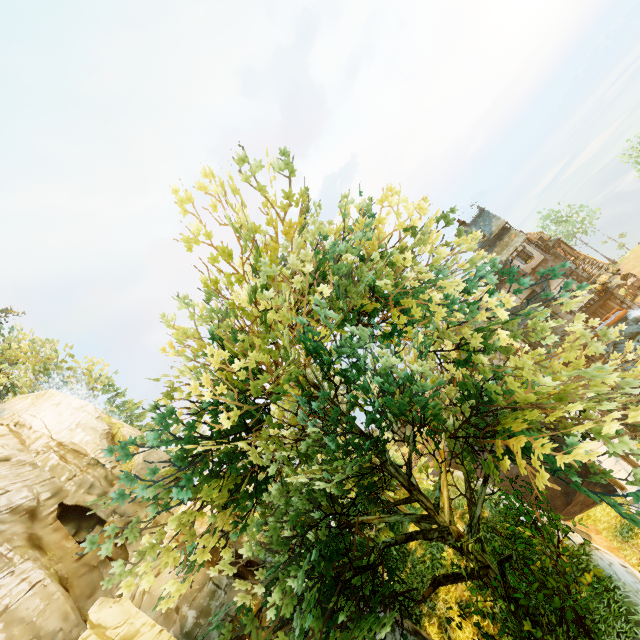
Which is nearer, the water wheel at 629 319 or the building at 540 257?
the water wheel at 629 319

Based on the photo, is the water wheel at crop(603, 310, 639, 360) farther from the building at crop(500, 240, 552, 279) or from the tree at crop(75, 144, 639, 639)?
the tree at crop(75, 144, 639, 639)

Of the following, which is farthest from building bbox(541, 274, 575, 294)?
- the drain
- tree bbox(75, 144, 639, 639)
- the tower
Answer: tree bbox(75, 144, 639, 639)

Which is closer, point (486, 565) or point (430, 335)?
point (430, 335)

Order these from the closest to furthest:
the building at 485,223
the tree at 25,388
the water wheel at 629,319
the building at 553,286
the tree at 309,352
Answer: the tree at 309,352 → the tree at 25,388 → the water wheel at 629,319 → the building at 553,286 → the building at 485,223

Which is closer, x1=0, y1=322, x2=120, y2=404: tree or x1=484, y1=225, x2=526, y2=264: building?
x1=0, y1=322, x2=120, y2=404: tree

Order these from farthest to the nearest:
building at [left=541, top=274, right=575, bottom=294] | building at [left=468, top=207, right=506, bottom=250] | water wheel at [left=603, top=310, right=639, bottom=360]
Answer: building at [left=468, top=207, right=506, bottom=250]
building at [left=541, top=274, right=575, bottom=294]
water wheel at [left=603, top=310, right=639, bottom=360]
